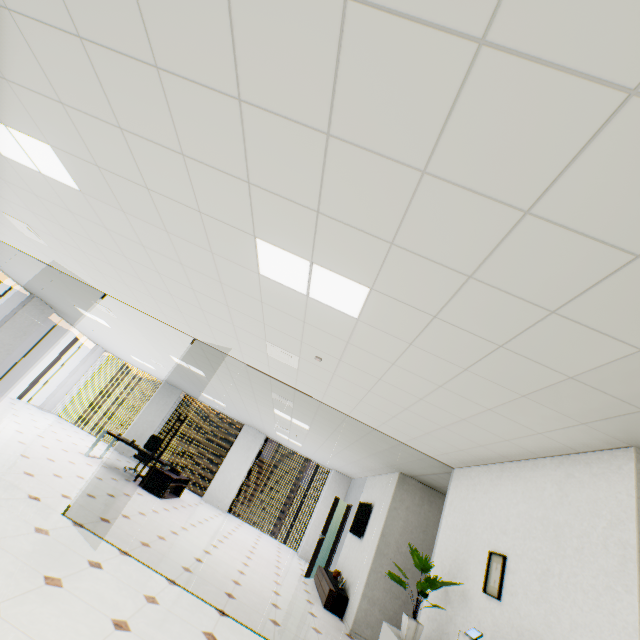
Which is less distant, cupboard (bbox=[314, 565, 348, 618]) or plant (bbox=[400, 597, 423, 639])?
plant (bbox=[400, 597, 423, 639])

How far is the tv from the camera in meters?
7.9

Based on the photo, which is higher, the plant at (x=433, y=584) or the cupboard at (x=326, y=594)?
the plant at (x=433, y=584)

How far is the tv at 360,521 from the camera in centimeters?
789cm

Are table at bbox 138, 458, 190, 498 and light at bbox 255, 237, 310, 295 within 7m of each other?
no

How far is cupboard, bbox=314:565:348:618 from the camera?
6.6 meters

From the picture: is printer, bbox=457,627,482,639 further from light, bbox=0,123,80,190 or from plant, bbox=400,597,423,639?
light, bbox=0,123,80,190

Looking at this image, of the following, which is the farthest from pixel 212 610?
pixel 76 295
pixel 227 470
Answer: pixel 227 470
